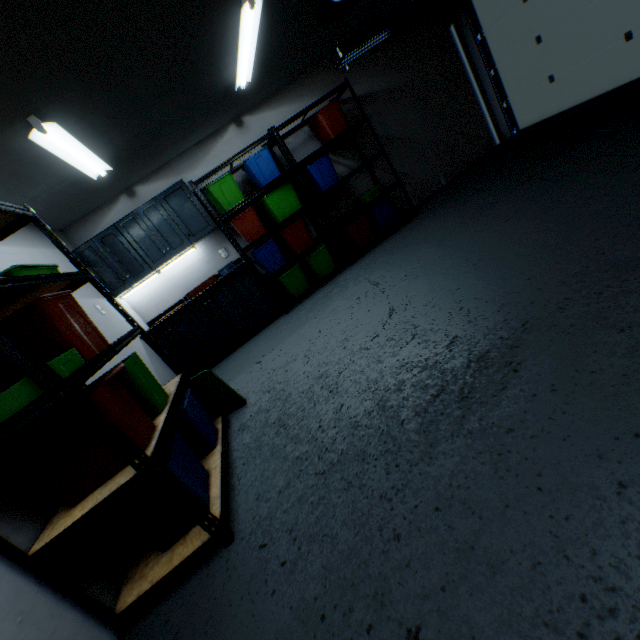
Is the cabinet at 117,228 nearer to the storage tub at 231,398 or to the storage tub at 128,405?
the storage tub at 231,398

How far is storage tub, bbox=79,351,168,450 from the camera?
1.4m

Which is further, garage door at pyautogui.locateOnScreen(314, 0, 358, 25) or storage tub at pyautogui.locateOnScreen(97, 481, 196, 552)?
garage door at pyautogui.locateOnScreen(314, 0, 358, 25)

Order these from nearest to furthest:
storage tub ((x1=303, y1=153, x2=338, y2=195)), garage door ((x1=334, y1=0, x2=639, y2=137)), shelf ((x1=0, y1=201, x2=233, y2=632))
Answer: shelf ((x1=0, y1=201, x2=233, y2=632)) < garage door ((x1=334, y1=0, x2=639, y2=137)) < storage tub ((x1=303, y1=153, x2=338, y2=195))

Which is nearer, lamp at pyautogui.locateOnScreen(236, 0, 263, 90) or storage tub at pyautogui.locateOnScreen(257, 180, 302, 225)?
lamp at pyautogui.locateOnScreen(236, 0, 263, 90)

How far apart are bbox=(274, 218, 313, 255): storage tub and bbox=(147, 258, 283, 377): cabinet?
0.58m

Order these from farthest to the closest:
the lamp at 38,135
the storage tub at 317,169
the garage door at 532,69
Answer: the storage tub at 317,169, the garage door at 532,69, the lamp at 38,135

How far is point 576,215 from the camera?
2.12m
